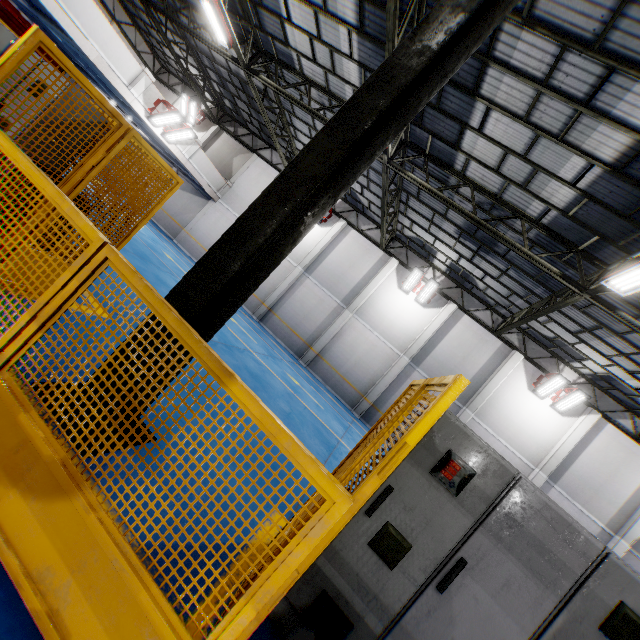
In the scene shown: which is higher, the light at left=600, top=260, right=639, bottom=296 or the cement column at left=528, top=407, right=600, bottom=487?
the light at left=600, top=260, right=639, bottom=296

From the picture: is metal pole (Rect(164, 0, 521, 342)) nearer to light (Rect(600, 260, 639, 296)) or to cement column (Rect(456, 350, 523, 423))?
light (Rect(600, 260, 639, 296))

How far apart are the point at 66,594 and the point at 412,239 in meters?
18.1 m

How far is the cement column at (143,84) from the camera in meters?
13.5

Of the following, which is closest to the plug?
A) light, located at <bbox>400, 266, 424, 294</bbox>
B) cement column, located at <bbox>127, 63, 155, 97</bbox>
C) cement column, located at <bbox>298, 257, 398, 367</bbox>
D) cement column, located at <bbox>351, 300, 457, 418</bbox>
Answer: cement column, located at <bbox>351, 300, 457, 418</bbox>

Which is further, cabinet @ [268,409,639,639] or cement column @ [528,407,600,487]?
cement column @ [528,407,600,487]

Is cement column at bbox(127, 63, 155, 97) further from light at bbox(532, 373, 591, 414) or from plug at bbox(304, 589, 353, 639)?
light at bbox(532, 373, 591, 414)

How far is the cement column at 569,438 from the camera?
15.0 meters
